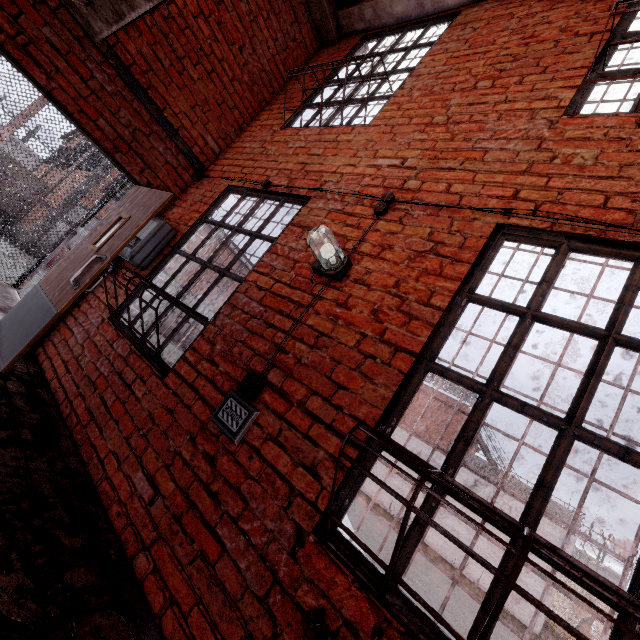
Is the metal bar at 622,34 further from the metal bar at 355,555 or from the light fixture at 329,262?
the light fixture at 329,262

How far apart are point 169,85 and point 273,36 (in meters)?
1.72

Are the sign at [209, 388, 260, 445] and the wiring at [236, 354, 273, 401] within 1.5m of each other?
yes

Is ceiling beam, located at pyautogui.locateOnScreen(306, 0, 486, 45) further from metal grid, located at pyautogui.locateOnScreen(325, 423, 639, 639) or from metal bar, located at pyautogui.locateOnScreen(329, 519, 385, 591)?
metal grid, located at pyautogui.locateOnScreen(325, 423, 639, 639)

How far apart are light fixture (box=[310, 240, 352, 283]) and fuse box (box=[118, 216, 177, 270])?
2.1 meters

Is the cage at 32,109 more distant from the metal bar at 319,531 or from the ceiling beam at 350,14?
the metal bar at 319,531

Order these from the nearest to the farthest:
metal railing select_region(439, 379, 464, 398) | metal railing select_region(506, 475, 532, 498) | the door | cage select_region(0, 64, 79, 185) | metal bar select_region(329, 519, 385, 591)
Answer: metal bar select_region(329, 519, 385, 591), the door, cage select_region(0, 64, 79, 185), metal railing select_region(506, 475, 532, 498), metal railing select_region(439, 379, 464, 398)

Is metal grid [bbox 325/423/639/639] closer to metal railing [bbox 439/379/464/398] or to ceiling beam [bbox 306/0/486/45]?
ceiling beam [bbox 306/0/486/45]
